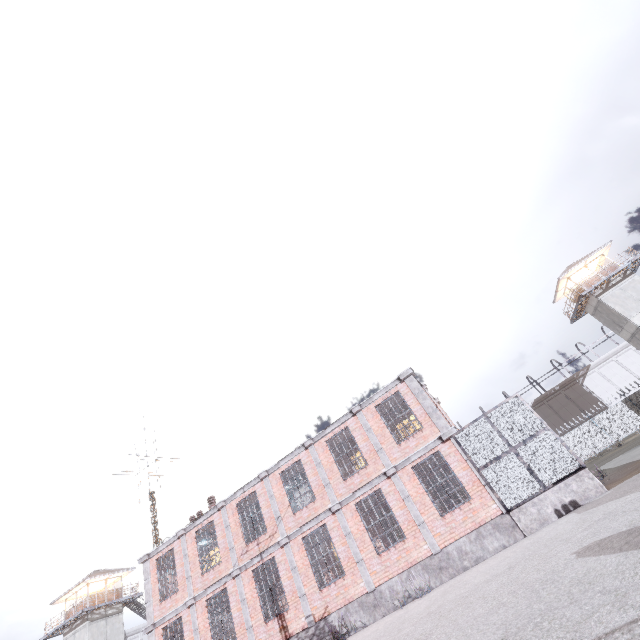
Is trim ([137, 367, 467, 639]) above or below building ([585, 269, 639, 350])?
below

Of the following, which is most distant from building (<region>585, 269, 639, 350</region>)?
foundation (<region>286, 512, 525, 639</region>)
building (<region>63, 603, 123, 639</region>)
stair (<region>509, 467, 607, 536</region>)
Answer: building (<region>63, 603, 123, 639</region>)

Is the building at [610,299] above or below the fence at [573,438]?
above

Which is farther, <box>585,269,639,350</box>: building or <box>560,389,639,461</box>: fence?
<box>560,389,639,461</box>: fence

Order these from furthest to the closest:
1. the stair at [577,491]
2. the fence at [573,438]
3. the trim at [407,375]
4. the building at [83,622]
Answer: the building at [83,622], the fence at [573,438], the trim at [407,375], the stair at [577,491]

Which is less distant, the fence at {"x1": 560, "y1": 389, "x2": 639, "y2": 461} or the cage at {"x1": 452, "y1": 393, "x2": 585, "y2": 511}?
the cage at {"x1": 452, "y1": 393, "x2": 585, "y2": 511}

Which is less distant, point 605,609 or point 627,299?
point 605,609

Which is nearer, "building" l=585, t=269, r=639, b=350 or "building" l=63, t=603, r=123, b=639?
"building" l=585, t=269, r=639, b=350
